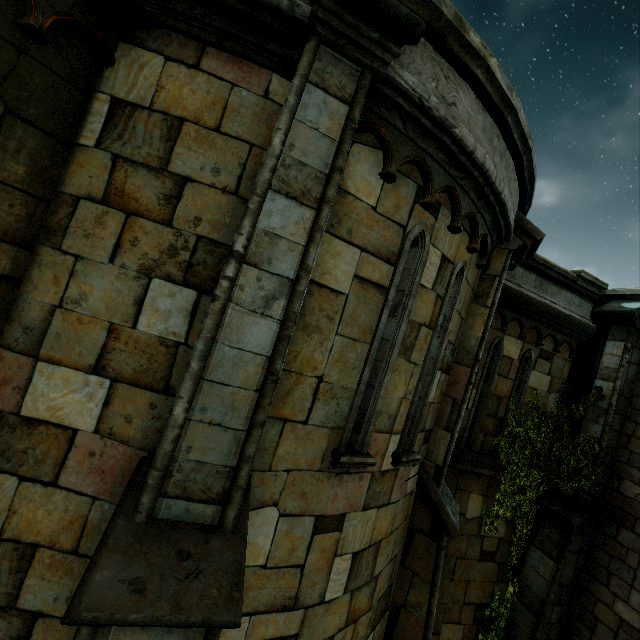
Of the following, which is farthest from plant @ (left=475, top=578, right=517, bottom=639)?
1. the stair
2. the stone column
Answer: the stair

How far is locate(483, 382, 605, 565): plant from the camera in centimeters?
683cm

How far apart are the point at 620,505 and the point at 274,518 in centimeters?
774cm

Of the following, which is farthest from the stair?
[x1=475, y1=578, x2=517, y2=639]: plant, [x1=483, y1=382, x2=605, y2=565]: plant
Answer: [x1=475, y1=578, x2=517, y2=639]: plant

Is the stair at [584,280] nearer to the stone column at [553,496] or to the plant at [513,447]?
the stone column at [553,496]

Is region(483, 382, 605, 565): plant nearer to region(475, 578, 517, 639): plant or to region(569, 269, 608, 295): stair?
region(475, 578, 517, 639): plant

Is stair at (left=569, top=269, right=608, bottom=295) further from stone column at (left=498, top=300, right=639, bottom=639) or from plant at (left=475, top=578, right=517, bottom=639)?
plant at (left=475, top=578, right=517, bottom=639)

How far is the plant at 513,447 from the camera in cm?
683
